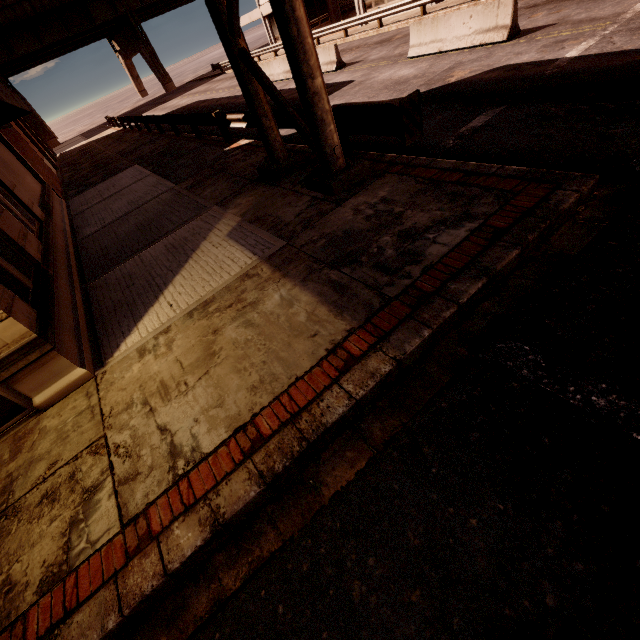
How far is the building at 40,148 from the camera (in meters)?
21.11

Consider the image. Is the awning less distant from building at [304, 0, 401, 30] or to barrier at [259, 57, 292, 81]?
barrier at [259, 57, 292, 81]

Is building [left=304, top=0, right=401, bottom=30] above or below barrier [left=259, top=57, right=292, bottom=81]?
above

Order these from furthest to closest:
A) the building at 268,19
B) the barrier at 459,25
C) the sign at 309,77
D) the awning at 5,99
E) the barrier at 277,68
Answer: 1. the building at 268,19
2. the barrier at 277,68
3. the barrier at 459,25
4. the sign at 309,77
5. the awning at 5,99

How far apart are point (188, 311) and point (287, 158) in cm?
486

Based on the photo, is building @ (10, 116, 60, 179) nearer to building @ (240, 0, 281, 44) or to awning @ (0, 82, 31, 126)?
awning @ (0, 82, 31, 126)

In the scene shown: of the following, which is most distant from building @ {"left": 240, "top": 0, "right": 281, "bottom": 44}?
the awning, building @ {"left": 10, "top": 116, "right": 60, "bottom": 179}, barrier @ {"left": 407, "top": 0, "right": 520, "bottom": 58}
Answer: building @ {"left": 10, "top": 116, "right": 60, "bottom": 179}

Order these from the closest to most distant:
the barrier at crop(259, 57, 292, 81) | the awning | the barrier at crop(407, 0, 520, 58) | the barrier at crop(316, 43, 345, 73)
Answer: the awning, the barrier at crop(407, 0, 520, 58), the barrier at crop(316, 43, 345, 73), the barrier at crop(259, 57, 292, 81)
